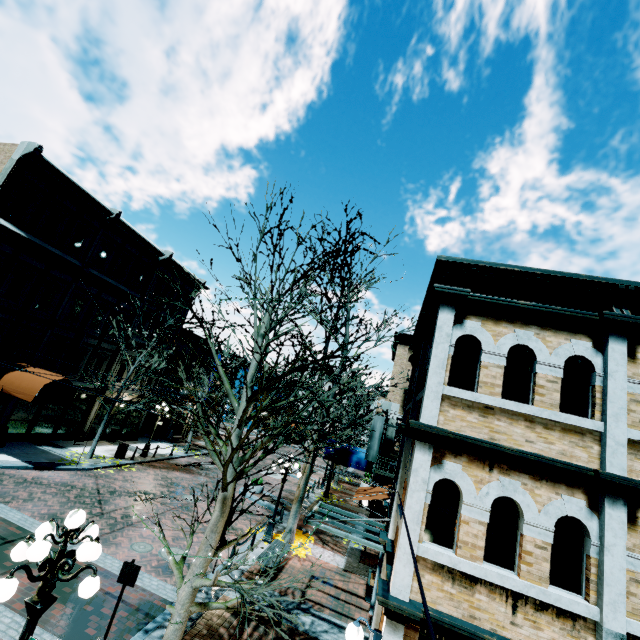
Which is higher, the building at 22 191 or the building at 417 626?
the building at 22 191

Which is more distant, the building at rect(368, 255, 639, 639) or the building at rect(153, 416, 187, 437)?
the building at rect(153, 416, 187, 437)

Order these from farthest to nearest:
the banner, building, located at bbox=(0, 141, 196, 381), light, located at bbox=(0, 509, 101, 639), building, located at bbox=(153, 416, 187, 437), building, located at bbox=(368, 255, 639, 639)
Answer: building, located at bbox=(153, 416, 187, 437), the banner, building, located at bbox=(0, 141, 196, 381), building, located at bbox=(368, 255, 639, 639), light, located at bbox=(0, 509, 101, 639)

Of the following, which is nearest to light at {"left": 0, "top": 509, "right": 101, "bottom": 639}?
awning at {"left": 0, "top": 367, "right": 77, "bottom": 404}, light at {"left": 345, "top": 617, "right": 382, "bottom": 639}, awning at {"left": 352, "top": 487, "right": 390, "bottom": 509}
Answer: light at {"left": 345, "top": 617, "right": 382, "bottom": 639}

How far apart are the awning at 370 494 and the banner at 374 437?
4.94m

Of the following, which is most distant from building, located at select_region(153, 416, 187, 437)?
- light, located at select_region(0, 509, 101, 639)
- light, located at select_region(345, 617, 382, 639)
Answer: light, located at select_region(0, 509, 101, 639)

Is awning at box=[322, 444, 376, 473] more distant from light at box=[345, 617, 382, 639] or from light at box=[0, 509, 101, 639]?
light at box=[0, 509, 101, 639]

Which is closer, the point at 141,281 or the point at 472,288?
the point at 472,288
